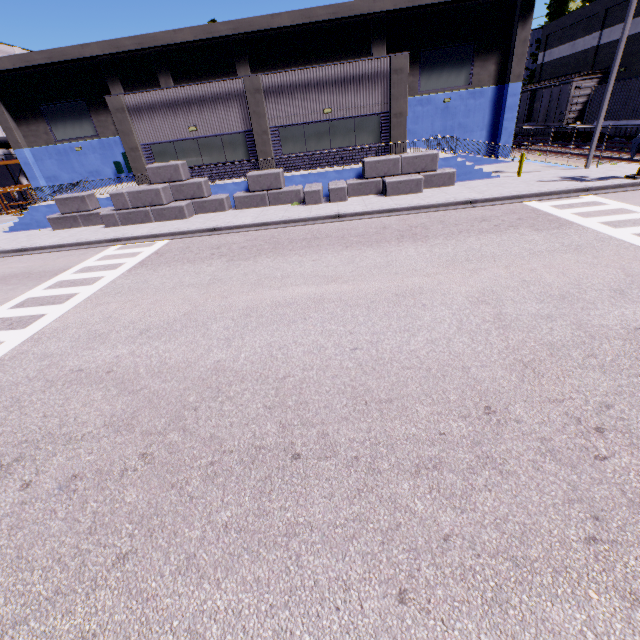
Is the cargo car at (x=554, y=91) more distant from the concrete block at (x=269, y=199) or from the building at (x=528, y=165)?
the concrete block at (x=269, y=199)

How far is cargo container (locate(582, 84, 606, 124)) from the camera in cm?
2431

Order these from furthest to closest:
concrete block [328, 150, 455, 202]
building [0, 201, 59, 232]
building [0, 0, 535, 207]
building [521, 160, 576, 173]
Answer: building [0, 201, 59, 232] → building [521, 160, 576, 173] → building [0, 0, 535, 207] → concrete block [328, 150, 455, 202]

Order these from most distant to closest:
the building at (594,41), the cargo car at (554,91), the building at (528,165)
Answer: the building at (594,41)
the cargo car at (554,91)
the building at (528,165)

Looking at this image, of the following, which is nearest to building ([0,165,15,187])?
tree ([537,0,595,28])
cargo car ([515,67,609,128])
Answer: tree ([537,0,595,28])

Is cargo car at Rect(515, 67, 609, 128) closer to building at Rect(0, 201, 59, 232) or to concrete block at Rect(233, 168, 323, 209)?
building at Rect(0, 201, 59, 232)

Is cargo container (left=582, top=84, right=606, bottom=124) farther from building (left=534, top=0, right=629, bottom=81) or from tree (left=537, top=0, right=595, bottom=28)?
tree (left=537, top=0, right=595, bottom=28)

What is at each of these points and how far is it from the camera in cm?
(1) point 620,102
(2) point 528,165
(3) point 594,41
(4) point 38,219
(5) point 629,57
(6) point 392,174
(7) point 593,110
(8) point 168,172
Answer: (1) cargo container, 2278
(2) building, 2161
(3) building, 2989
(4) building, 2025
(5) building, 2683
(6) concrete block, 1752
(7) cargo container, 2514
(8) concrete block, 1773
